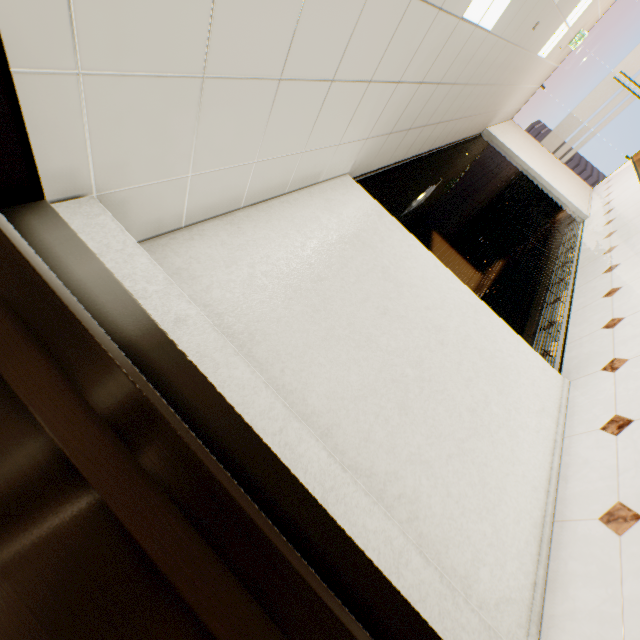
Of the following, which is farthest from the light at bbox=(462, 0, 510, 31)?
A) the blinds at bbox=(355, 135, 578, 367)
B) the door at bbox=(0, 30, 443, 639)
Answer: the door at bbox=(0, 30, 443, 639)

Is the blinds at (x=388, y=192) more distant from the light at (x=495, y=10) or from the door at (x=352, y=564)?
the door at (x=352, y=564)

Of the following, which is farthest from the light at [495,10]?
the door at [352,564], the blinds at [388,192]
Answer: the door at [352,564]

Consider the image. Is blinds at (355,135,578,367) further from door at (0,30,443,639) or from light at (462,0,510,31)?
door at (0,30,443,639)

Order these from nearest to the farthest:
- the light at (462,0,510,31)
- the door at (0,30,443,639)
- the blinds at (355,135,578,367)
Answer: the door at (0,30,443,639) → the light at (462,0,510,31) → the blinds at (355,135,578,367)

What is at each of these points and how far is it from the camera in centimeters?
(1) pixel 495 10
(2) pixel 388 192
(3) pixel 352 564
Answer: (1) light, 303cm
(2) blinds, 393cm
(3) door, 60cm

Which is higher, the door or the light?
the light
